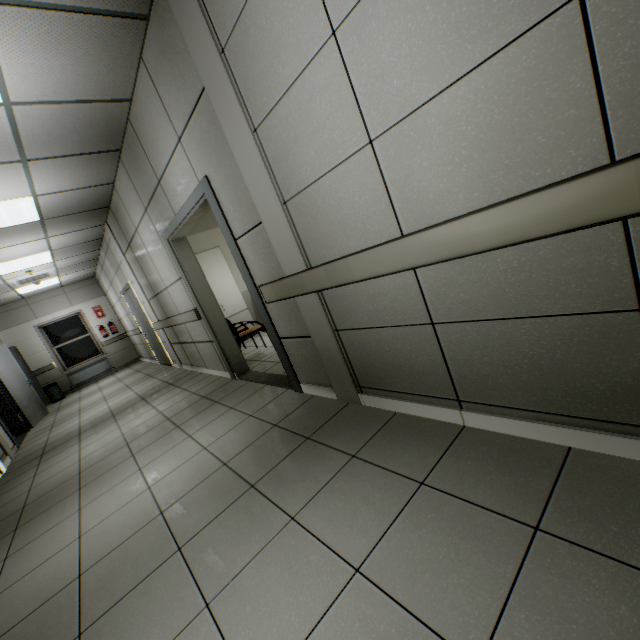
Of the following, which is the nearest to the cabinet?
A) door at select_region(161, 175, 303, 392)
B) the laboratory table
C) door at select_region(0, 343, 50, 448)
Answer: the laboratory table

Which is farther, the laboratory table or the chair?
the laboratory table

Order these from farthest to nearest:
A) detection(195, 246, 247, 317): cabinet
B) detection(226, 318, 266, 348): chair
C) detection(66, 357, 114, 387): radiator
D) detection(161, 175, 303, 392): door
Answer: detection(66, 357, 114, 387): radiator, detection(195, 246, 247, 317): cabinet, detection(226, 318, 266, 348): chair, detection(161, 175, 303, 392): door

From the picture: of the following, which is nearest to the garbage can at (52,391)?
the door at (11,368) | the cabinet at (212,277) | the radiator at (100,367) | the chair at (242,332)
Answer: the radiator at (100,367)

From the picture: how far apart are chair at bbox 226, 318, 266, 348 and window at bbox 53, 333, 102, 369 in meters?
8.5

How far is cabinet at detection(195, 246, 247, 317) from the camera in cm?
676

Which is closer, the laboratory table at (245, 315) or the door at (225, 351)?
the door at (225, 351)

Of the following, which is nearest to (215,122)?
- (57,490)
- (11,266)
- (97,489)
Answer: (97,489)
